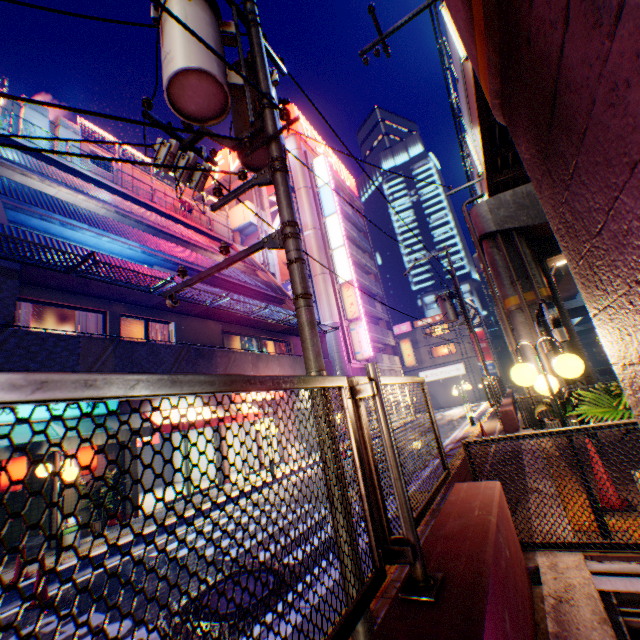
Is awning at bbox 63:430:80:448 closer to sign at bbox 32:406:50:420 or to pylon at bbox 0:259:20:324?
sign at bbox 32:406:50:420

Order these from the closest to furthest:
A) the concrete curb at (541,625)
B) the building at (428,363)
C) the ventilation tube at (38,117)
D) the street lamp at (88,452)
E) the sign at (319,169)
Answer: the concrete curb at (541,625) → the street lamp at (88,452) → the ventilation tube at (38,117) → the sign at (319,169) → the building at (428,363)

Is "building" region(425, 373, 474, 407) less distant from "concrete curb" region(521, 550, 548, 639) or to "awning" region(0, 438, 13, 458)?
"concrete curb" region(521, 550, 548, 639)

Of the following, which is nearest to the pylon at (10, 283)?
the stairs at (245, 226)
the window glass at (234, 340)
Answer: the window glass at (234, 340)

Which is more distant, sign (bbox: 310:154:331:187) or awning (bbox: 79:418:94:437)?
sign (bbox: 310:154:331:187)

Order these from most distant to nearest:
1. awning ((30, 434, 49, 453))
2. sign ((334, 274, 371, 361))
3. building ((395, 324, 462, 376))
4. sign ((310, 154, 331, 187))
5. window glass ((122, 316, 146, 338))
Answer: building ((395, 324, 462, 376)) → sign ((310, 154, 331, 187)) → sign ((334, 274, 371, 361)) → window glass ((122, 316, 146, 338)) → awning ((30, 434, 49, 453))

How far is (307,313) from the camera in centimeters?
340cm

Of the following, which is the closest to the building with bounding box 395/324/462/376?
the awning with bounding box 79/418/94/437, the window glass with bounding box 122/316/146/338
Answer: the awning with bounding box 79/418/94/437
